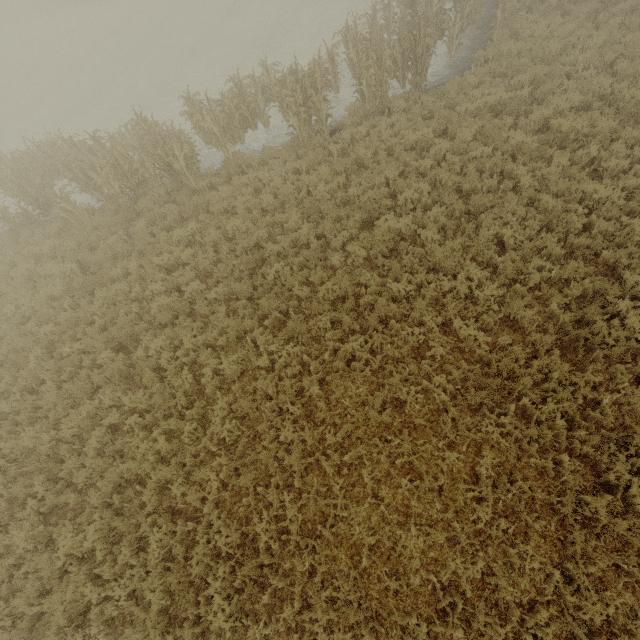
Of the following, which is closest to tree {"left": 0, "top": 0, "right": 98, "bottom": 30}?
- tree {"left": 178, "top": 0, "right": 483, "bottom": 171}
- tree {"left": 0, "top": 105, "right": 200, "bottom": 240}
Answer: tree {"left": 0, "top": 105, "right": 200, "bottom": 240}

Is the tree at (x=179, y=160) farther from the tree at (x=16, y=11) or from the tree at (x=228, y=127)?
the tree at (x=16, y=11)

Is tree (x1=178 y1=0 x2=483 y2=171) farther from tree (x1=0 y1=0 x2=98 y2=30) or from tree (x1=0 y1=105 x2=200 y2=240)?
tree (x1=0 y1=0 x2=98 y2=30)

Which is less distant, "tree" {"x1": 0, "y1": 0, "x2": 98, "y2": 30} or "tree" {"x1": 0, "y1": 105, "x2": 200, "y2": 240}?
"tree" {"x1": 0, "y1": 105, "x2": 200, "y2": 240}

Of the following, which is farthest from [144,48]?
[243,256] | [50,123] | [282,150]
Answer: [243,256]

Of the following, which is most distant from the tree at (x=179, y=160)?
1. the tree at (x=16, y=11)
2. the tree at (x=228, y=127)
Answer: the tree at (x=16, y=11)

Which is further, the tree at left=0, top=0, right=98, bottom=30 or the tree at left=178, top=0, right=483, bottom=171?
the tree at left=0, top=0, right=98, bottom=30
